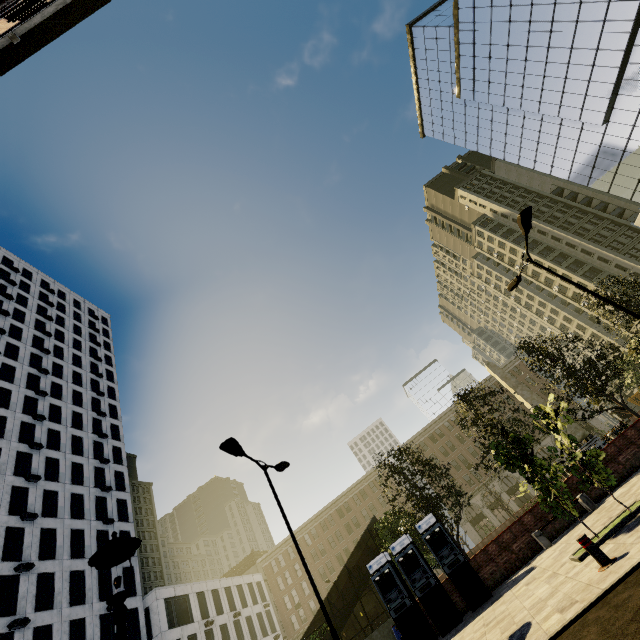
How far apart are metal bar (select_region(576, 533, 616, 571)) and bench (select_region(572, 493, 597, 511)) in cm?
786

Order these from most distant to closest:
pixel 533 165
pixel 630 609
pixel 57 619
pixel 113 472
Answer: pixel 533 165 < pixel 113 472 < pixel 57 619 < pixel 630 609

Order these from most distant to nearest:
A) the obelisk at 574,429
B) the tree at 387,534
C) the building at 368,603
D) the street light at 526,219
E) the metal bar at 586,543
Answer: the building at 368,603
the obelisk at 574,429
the tree at 387,534
the street light at 526,219
the metal bar at 586,543

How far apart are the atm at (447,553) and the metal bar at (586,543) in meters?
7.9

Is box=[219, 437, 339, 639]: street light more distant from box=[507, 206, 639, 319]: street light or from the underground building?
the underground building

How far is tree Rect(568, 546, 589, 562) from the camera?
7.92m

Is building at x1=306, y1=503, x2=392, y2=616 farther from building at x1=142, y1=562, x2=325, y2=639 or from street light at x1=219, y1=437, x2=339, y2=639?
street light at x1=219, y1=437, x2=339, y2=639

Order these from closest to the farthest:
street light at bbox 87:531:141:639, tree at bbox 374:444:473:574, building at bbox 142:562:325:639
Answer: street light at bbox 87:531:141:639 → tree at bbox 374:444:473:574 → building at bbox 142:562:325:639
